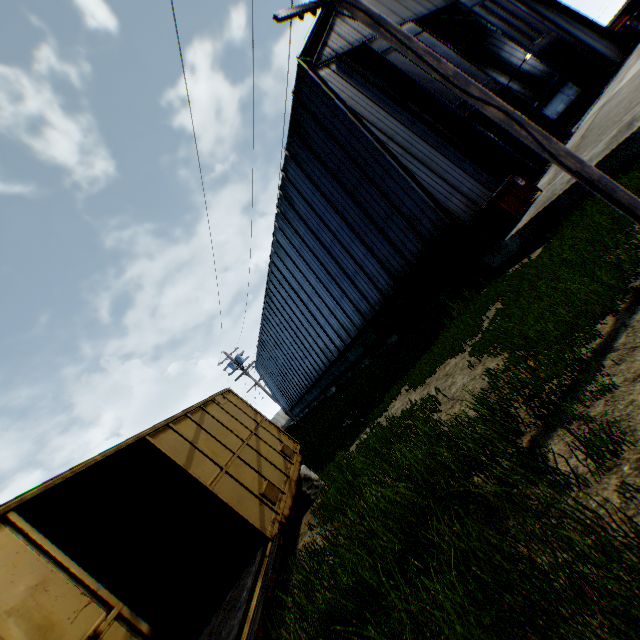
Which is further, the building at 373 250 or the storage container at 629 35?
the storage container at 629 35

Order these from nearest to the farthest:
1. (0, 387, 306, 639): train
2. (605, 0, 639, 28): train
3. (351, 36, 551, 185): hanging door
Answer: (0, 387, 306, 639): train
(351, 36, 551, 185): hanging door
(605, 0, 639, 28): train

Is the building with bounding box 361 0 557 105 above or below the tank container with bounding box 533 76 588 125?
above

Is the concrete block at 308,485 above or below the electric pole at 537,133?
below

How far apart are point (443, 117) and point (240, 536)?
18.94m

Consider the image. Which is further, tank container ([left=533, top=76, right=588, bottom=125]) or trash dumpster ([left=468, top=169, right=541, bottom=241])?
tank container ([left=533, top=76, right=588, bottom=125])

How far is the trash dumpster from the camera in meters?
10.5

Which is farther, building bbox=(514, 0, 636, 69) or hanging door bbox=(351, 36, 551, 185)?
building bbox=(514, 0, 636, 69)
